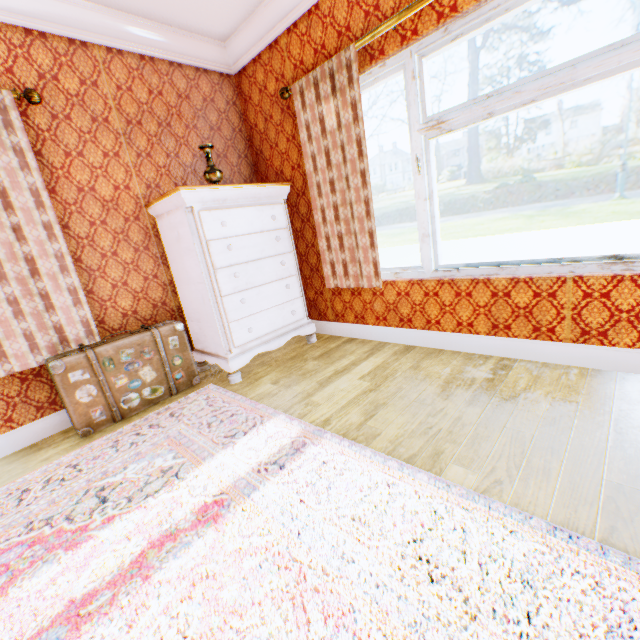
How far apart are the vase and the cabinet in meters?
0.3 m

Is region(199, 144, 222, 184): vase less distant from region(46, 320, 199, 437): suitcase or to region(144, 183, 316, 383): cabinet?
region(144, 183, 316, 383): cabinet

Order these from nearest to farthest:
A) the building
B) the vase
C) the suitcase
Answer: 1. the building
2. the suitcase
3. the vase

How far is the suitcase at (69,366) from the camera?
2.3 meters

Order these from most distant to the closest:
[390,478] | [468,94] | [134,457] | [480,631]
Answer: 1. [468,94]
2. [134,457]
3. [390,478]
4. [480,631]

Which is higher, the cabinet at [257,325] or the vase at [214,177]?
the vase at [214,177]

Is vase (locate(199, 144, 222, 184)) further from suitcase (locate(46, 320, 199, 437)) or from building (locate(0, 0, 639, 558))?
suitcase (locate(46, 320, 199, 437))

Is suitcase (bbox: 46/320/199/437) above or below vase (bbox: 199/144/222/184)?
Result: below
